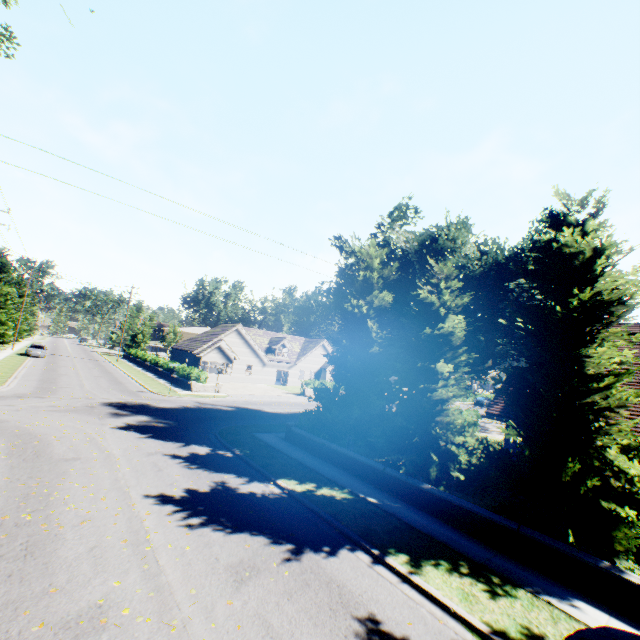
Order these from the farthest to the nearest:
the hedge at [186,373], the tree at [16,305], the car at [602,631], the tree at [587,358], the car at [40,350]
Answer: the car at [40,350] → the tree at [16,305] → the hedge at [186,373] → the tree at [587,358] → the car at [602,631]

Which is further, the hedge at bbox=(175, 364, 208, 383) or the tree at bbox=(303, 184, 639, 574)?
the hedge at bbox=(175, 364, 208, 383)

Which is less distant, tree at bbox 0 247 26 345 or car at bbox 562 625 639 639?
car at bbox 562 625 639 639

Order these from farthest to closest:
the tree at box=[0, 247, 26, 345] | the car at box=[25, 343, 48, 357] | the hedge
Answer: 1. the car at box=[25, 343, 48, 357]
2. the tree at box=[0, 247, 26, 345]
3. the hedge

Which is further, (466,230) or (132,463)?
(466,230)

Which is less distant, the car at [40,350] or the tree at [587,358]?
the tree at [587,358]

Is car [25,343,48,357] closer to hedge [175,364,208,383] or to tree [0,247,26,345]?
tree [0,247,26,345]

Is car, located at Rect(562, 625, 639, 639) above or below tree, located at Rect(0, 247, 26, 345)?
below
